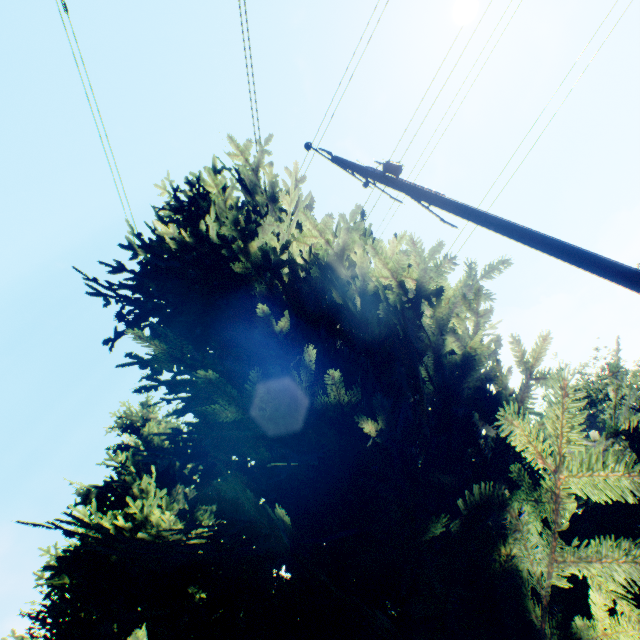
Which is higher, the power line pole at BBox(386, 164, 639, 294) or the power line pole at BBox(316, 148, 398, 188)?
the power line pole at BBox(316, 148, 398, 188)

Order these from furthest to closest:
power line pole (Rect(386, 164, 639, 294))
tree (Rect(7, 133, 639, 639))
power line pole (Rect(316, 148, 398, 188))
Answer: power line pole (Rect(316, 148, 398, 188)), power line pole (Rect(386, 164, 639, 294)), tree (Rect(7, 133, 639, 639))

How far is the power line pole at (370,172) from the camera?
5.3m

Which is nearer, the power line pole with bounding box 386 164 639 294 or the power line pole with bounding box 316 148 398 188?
the power line pole with bounding box 386 164 639 294

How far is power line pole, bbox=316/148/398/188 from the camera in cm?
529

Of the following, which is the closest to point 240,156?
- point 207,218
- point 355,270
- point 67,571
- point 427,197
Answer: point 207,218

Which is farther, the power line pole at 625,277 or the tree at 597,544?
the power line pole at 625,277

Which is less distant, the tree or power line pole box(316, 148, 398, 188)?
the tree
